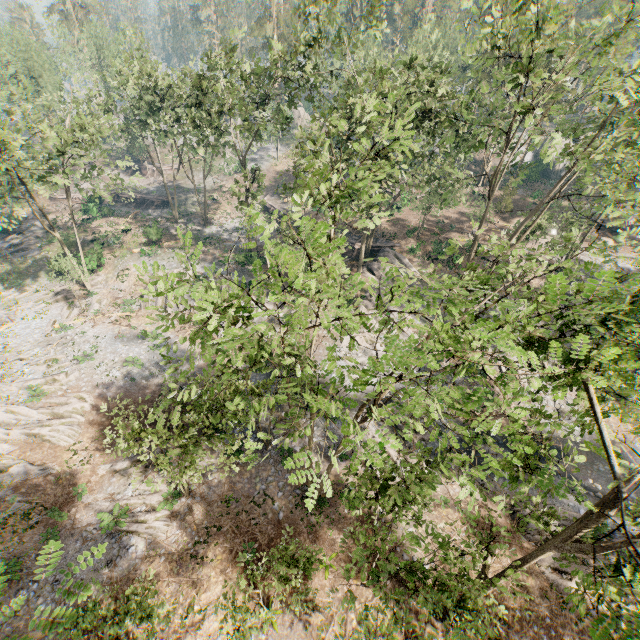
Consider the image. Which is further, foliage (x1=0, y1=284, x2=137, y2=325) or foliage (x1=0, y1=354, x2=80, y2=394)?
foliage (x1=0, y1=284, x2=137, y2=325)

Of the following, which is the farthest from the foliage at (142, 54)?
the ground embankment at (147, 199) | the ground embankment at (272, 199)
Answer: the ground embankment at (272, 199)

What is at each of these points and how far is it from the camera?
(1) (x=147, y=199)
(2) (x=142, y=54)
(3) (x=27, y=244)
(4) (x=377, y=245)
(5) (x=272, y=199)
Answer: (1) ground embankment, 50.66m
(2) foliage, 35.06m
(3) foliage, 41.00m
(4) ground embankment, 38.28m
(5) ground embankment, 50.50m

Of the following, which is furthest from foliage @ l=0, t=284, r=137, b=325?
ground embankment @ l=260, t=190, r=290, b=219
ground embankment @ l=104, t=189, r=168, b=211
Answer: ground embankment @ l=260, t=190, r=290, b=219

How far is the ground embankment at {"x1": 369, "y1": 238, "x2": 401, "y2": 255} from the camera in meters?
38.3

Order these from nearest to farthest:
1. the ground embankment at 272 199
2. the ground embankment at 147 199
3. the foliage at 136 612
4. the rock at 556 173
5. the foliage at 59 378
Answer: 1. the foliage at 136 612
2. the foliage at 59 378
3. the ground embankment at 272 199
4. the ground embankment at 147 199
5. the rock at 556 173

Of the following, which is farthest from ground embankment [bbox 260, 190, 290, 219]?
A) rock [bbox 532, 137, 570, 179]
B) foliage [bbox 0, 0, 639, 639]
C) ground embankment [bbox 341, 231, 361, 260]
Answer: rock [bbox 532, 137, 570, 179]
